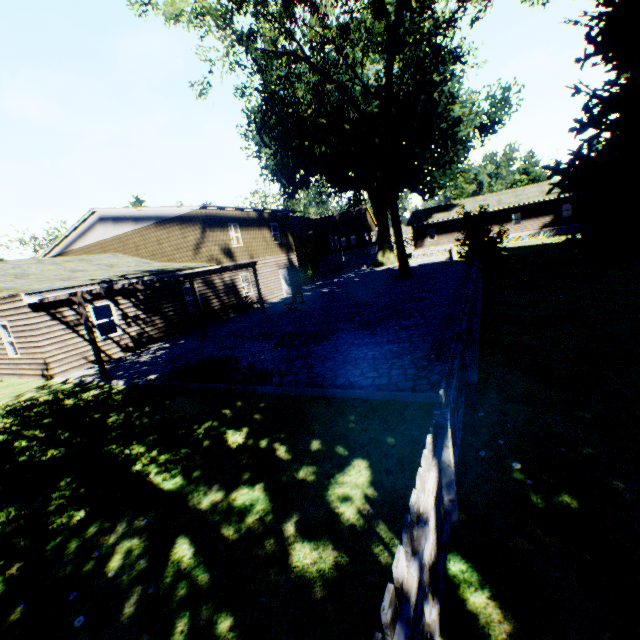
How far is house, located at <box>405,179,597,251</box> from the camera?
37.34m

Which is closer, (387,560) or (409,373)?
(387,560)

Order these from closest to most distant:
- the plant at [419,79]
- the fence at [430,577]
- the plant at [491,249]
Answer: the fence at [430,577] → the plant at [491,249] → the plant at [419,79]

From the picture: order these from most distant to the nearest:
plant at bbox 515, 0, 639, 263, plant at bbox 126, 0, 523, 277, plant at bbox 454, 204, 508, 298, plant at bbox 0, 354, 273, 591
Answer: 1. plant at bbox 126, 0, 523, 277
2. plant at bbox 454, 204, 508, 298
3. plant at bbox 515, 0, 639, 263
4. plant at bbox 0, 354, 273, 591

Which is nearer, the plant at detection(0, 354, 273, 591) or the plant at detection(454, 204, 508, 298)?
the plant at detection(0, 354, 273, 591)

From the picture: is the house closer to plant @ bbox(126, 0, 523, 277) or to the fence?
the fence

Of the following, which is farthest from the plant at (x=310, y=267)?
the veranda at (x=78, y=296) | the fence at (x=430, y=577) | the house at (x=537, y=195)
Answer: the veranda at (x=78, y=296)
